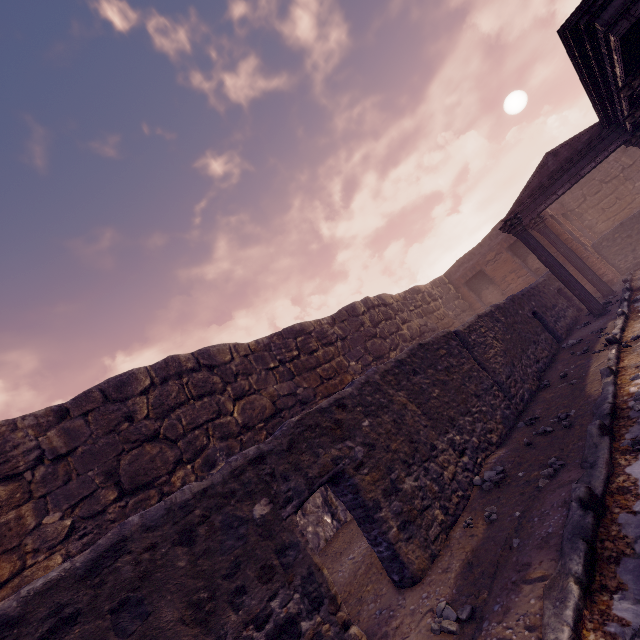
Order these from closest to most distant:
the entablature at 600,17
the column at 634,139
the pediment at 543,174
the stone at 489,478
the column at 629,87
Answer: the stone at 489,478, the entablature at 600,17, the column at 629,87, the column at 634,139, the pediment at 543,174

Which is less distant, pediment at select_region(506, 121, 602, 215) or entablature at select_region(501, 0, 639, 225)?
entablature at select_region(501, 0, 639, 225)

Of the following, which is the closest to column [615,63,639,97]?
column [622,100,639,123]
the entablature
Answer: the entablature

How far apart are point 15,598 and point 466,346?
6.4 meters

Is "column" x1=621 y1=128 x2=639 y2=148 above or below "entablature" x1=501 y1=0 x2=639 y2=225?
below

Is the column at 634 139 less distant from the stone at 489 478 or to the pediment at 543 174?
the pediment at 543 174

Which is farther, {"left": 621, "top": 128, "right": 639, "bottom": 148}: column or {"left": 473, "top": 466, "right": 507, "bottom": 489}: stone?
{"left": 621, "top": 128, "right": 639, "bottom": 148}: column

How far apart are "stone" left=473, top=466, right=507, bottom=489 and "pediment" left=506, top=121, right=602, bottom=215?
12.0 meters
